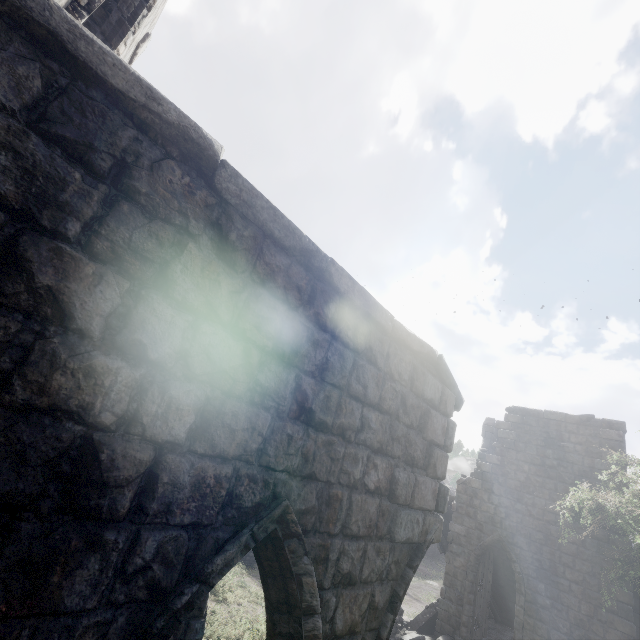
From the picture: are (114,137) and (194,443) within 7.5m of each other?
yes

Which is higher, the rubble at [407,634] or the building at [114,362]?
the building at [114,362]

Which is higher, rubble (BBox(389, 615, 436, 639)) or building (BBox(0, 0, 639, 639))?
building (BBox(0, 0, 639, 639))

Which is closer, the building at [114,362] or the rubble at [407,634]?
the building at [114,362]

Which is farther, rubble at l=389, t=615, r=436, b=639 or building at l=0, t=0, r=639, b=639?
rubble at l=389, t=615, r=436, b=639
